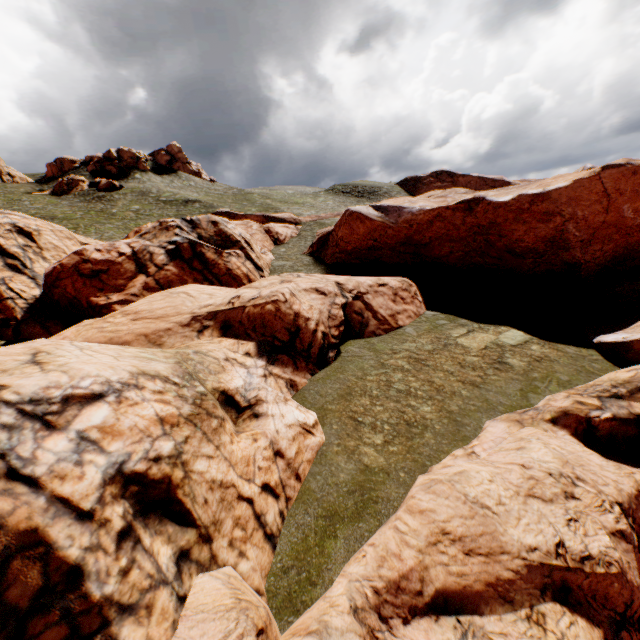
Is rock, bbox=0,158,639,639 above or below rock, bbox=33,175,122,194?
below

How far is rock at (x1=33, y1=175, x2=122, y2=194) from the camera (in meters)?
57.50

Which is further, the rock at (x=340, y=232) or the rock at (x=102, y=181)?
the rock at (x=102, y=181)

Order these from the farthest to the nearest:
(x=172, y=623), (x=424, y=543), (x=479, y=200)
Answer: (x=479, y=200) < (x=424, y=543) < (x=172, y=623)

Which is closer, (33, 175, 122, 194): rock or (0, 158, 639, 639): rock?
(0, 158, 639, 639): rock

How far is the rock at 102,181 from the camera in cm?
5750
